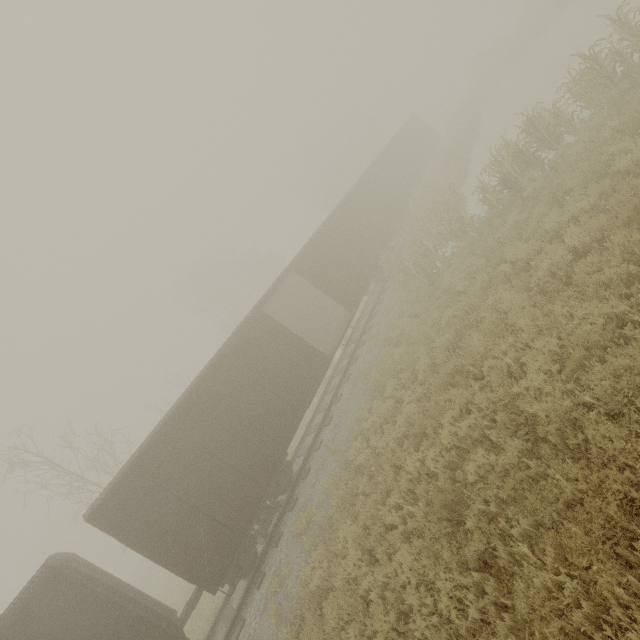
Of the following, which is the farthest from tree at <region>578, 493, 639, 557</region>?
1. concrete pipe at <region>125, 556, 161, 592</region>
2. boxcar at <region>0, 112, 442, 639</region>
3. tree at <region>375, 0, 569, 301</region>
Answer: concrete pipe at <region>125, 556, 161, 592</region>

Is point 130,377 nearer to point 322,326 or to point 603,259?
point 322,326

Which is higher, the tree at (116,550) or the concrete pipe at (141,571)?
the tree at (116,550)

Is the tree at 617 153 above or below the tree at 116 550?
below

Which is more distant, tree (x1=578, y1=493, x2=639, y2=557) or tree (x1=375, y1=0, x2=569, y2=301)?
tree (x1=375, y1=0, x2=569, y2=301)

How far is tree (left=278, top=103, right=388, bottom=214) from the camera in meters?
38.7 m

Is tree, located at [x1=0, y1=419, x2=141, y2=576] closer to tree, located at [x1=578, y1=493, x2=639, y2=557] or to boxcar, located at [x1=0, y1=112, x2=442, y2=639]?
boxcar, located at [x1=0, y1=112, x2=442, y2=639]

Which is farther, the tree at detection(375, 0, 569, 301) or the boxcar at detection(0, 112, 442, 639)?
the tree at detection(375, 0, 569, 301)
